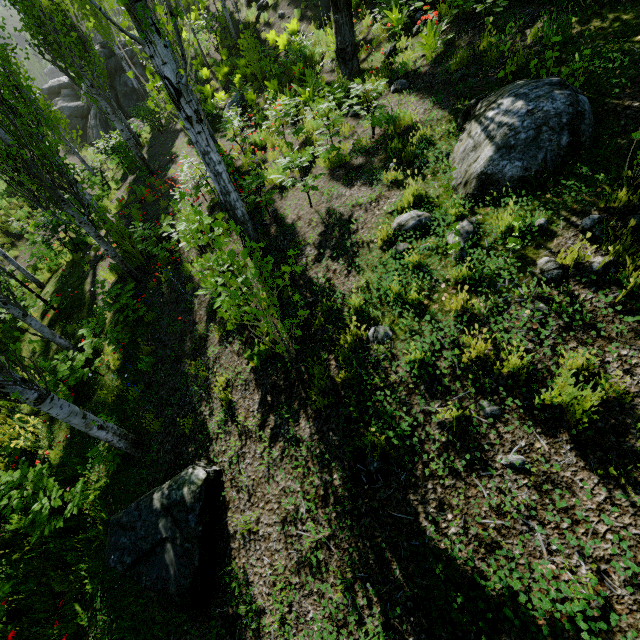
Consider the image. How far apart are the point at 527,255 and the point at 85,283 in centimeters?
1157cm

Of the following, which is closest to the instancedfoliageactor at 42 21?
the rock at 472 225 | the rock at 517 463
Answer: the rock at 472 225

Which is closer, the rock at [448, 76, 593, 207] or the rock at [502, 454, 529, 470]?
the rock at [502, 454, 529, 470]

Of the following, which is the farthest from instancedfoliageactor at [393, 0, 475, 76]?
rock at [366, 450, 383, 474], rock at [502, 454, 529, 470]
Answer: rock at [502, 454, 529, 470]

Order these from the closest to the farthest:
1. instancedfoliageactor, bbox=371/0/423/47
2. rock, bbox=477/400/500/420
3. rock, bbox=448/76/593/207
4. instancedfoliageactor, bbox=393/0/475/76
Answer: rock, bbox=477/400/500/420 → rock, bbox=448/76/593/207 → instancedfoliageactor, bbox=393/0/475/76 → instancedfoliageactor, bbox=371/0/423/47

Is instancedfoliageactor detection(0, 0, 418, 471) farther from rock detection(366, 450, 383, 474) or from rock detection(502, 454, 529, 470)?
rock detection(502, 454, 529, 470)

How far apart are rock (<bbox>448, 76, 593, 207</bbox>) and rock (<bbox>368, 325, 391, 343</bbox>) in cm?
201

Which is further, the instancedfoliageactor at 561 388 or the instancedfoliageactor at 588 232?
the instancedfoliageactor at 588 232
